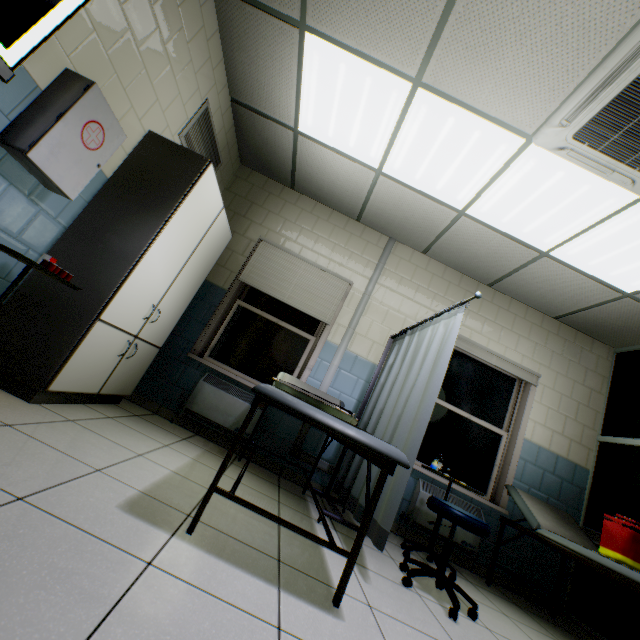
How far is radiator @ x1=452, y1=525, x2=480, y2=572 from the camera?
3.4m

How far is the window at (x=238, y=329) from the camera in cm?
386

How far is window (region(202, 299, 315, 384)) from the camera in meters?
3.9 m

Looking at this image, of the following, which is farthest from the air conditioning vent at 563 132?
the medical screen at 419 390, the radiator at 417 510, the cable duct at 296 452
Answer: the radiator at 417 510

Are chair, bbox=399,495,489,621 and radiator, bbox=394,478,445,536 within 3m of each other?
yes

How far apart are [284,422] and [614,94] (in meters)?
3.79

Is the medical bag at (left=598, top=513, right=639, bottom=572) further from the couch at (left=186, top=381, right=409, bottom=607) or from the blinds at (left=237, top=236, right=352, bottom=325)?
the blinds at (left=237, top=236, right=352, bottom=325)

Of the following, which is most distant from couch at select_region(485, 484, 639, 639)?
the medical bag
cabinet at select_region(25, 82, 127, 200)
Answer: cabinet at select_region(25, 82, 127, 200)
